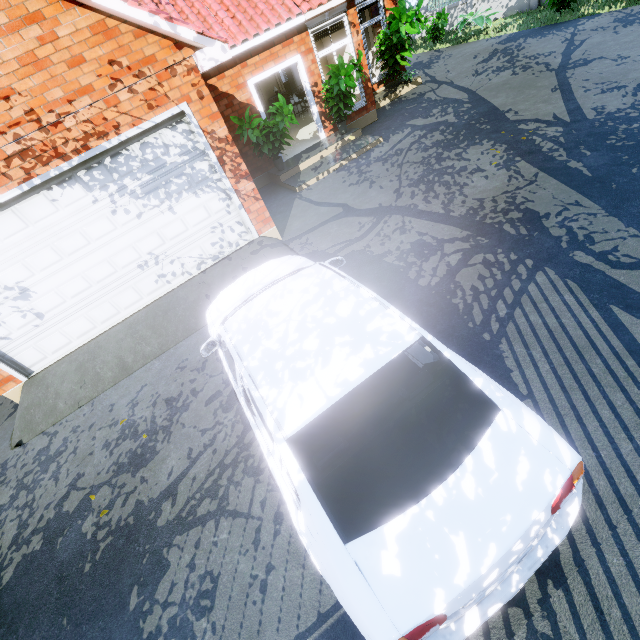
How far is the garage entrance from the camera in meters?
5.4

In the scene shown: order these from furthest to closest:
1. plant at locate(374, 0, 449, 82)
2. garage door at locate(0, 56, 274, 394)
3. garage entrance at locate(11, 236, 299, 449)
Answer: plant at locate(374, 0, 449, 82), garage entrance at locate(11, 236, 299, 449), garage door at locate(0, 56, 274, 394)

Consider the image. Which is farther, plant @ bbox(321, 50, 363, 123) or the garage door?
plant @ bbox(321, 50, 363, 123)

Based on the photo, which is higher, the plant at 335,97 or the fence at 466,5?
the plant at 335,97

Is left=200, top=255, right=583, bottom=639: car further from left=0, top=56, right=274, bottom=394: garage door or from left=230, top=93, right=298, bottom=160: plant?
left=230, top=93, right=298, bottom=160: plant

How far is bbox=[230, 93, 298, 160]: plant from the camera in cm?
816

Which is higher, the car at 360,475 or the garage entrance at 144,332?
the car at 360,475

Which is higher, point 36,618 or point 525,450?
point 525,450
